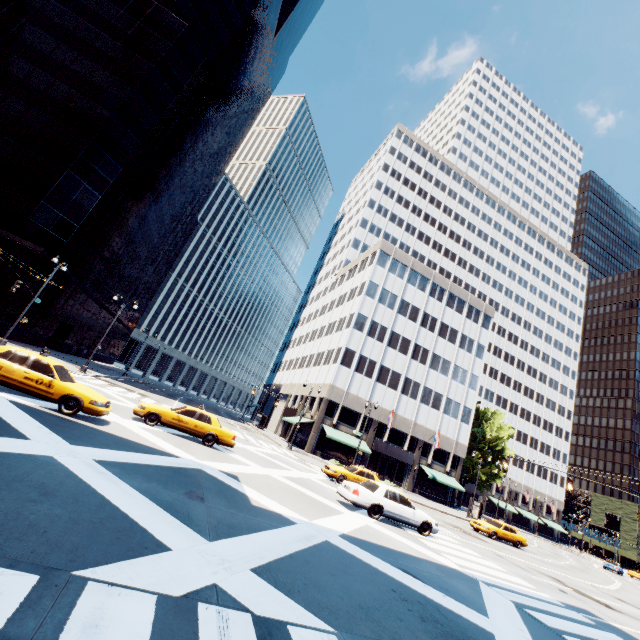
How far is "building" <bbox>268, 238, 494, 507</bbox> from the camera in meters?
43.1

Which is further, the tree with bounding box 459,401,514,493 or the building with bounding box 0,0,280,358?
the tree with bounding box 459,401,514,493

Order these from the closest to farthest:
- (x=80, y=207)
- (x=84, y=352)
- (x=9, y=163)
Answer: (x=9, y=163)
(x=80, y=207)
(x=84, y=352)

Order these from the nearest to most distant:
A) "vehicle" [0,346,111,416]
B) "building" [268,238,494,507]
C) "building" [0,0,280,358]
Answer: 1. "vehicle" [0,346,111,416]
2. "building" [0,0,280,358]
3. "building" [268,238,494,507]

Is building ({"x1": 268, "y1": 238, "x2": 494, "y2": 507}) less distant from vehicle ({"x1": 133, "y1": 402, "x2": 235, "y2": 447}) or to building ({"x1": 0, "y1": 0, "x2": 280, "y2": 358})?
vehicle ({"x1": 133, "y1": 402, "x2": 235, "y2": 447})

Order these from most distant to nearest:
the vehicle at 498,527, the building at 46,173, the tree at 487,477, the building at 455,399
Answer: the tree at 487,477 < the building at 455,399 < the building at 46,173 < the vehicle at 498,527

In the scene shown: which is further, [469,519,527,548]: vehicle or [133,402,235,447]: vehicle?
[469,519,527,548]: vehicle

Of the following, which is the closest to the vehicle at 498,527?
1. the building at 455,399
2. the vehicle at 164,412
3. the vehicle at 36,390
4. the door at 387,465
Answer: the building at 455,399
